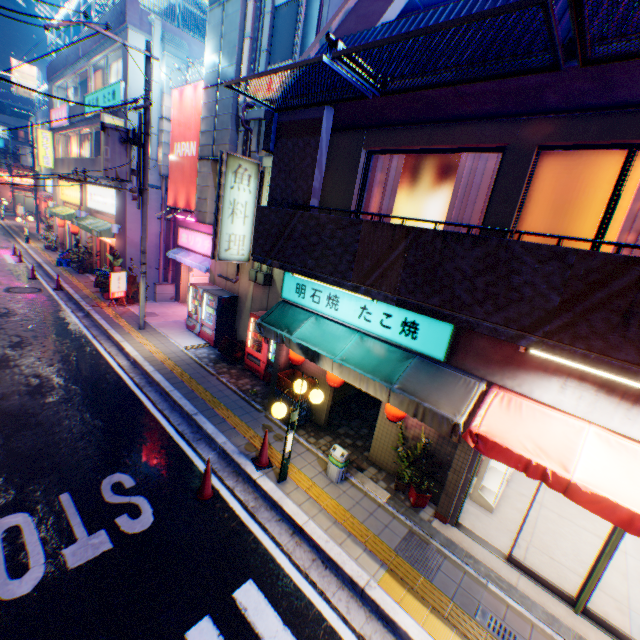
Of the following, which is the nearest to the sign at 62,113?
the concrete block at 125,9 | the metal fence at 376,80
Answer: the concrete block at 125,9

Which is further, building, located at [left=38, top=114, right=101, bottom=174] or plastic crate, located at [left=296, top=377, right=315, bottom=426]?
building, located at [left=38, top=114, right=101, bottom=174]

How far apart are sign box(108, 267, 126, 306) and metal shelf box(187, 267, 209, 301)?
3.1 meters

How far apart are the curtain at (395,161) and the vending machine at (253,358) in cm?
362

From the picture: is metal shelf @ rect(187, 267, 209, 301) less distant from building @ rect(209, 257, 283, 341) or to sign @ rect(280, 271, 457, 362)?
building @ rect(209, 257, 283, 341)

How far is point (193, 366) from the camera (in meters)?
10.87

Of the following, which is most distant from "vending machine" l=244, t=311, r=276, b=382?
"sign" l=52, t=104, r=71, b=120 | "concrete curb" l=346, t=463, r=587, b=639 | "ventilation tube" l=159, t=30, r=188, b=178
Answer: "sign" l=52, t=104, r=71, b=120

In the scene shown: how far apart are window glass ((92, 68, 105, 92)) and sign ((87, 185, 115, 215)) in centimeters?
433cm
